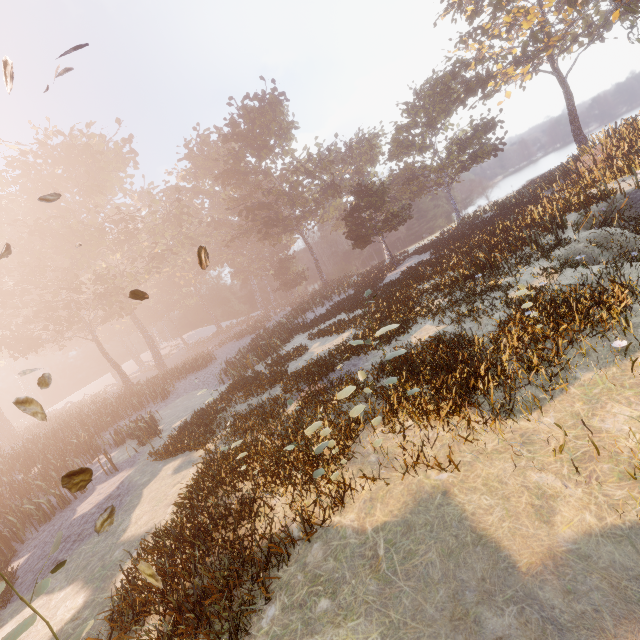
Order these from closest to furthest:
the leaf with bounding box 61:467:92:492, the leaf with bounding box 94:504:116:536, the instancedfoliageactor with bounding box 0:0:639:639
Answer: the leaf with bounding box 61:467:92:492, the leaf with bounding box 94:504:116:536, the instancedfoliageactor with bounding box 0:0:639:639

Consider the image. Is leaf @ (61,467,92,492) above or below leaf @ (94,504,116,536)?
above

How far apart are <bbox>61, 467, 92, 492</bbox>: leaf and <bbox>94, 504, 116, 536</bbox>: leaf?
1.5 meters

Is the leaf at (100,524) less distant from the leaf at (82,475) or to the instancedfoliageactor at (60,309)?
the leaf at (82,475)

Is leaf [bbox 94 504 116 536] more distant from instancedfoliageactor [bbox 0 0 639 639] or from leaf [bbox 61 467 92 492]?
instancedfoliageactor [bbox 0 0 639 639]

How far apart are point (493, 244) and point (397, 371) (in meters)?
13.62

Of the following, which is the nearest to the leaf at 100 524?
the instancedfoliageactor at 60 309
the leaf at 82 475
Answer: the leaf at 82 475

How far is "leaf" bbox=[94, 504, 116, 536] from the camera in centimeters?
466cm
